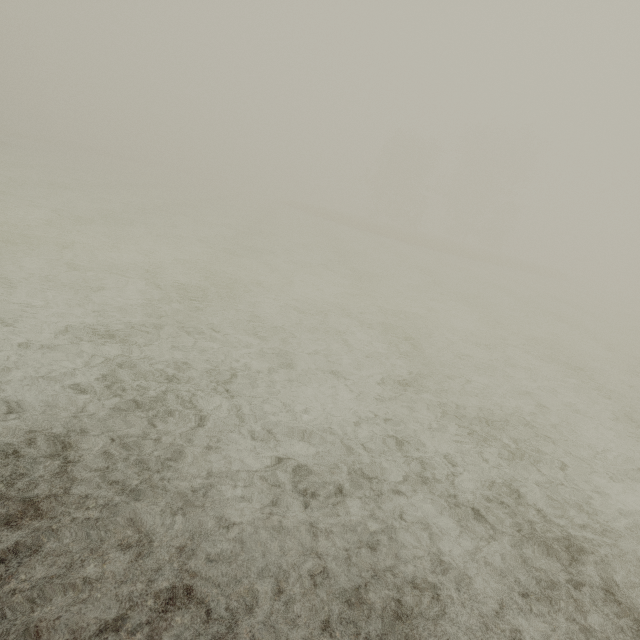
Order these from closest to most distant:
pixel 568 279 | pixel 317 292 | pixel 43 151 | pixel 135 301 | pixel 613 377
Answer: pixel 135 301 < pixel 613 377 < pixel 317 292 < pixel 43 151 < pixel 568 279
